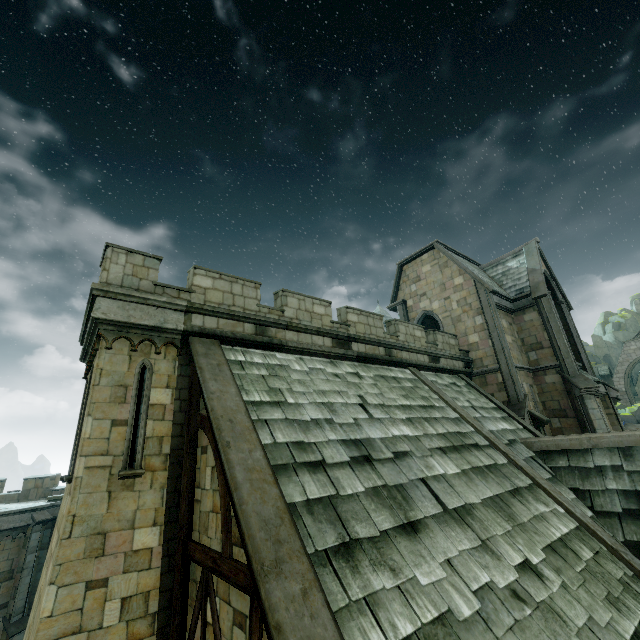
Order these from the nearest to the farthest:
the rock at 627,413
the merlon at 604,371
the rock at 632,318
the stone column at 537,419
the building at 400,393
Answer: the building at 400,393
the stone column at 537,419
the rock at 627,413
the merlon at 604,371
the rock at 632,318

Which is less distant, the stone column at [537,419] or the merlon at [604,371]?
the stone column at [537,419]

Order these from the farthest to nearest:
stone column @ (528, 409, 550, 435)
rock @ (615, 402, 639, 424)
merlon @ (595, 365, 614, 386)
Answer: merlon @ (595, 365, 614, 386), rock @ (615, 402, 639, 424), stone column @ (528, 409, 550, 435)

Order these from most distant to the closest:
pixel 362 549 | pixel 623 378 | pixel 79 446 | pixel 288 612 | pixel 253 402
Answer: pixel 623 378 → pixel 253 402 → pixel 79 446 → pixel 362 549 → pixel 288 612

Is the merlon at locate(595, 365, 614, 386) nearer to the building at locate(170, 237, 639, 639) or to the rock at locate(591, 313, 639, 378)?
the building at locate(170, 237, 639, 639)

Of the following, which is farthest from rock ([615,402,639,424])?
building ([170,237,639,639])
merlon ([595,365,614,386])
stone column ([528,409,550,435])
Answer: stone column ([528,409,550,435])

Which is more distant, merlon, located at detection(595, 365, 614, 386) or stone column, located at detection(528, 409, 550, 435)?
merlon, located at detection(595, 365, 614, 386)

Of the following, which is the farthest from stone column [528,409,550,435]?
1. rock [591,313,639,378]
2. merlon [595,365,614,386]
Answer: merlon [595,365,614,386]
